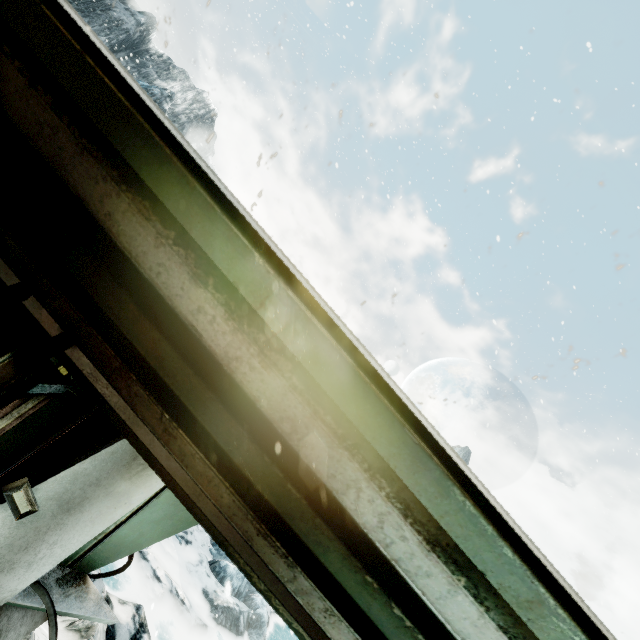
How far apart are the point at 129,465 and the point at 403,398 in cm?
104
